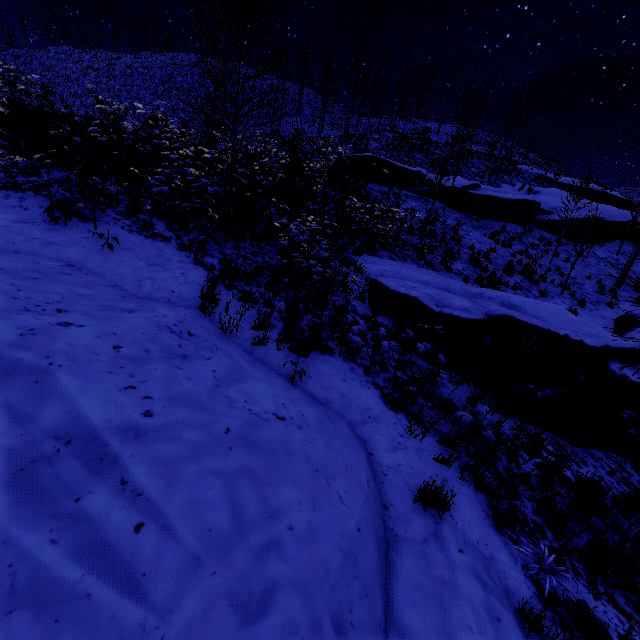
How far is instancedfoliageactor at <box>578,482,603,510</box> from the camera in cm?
454

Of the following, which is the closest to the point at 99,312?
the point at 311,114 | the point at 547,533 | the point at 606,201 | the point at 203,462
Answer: the point at 203,462

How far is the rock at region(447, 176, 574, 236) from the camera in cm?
1928

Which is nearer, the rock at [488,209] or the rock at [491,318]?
the rock at [491,318]

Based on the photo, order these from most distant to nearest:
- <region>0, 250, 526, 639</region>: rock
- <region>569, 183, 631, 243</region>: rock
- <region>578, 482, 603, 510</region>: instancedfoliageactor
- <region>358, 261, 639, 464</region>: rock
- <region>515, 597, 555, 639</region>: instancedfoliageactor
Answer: <region>569, 183, 631, 243</region>: rock < <region>358, 261, 639, 464</region>: rock < <region>578, 482, 603, 510</region>: instancedfoliageactor < <region>515, 597, 555, 639</region>: instancedfoliageactor < <region>0, 250, 526, 639</region>: rock

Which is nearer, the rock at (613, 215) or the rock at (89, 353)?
the rock at (89, 353)

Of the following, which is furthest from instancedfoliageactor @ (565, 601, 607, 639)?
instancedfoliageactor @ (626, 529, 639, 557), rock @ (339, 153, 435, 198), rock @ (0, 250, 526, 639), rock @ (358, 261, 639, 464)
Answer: rock @ (339, 153, 435, 198)
